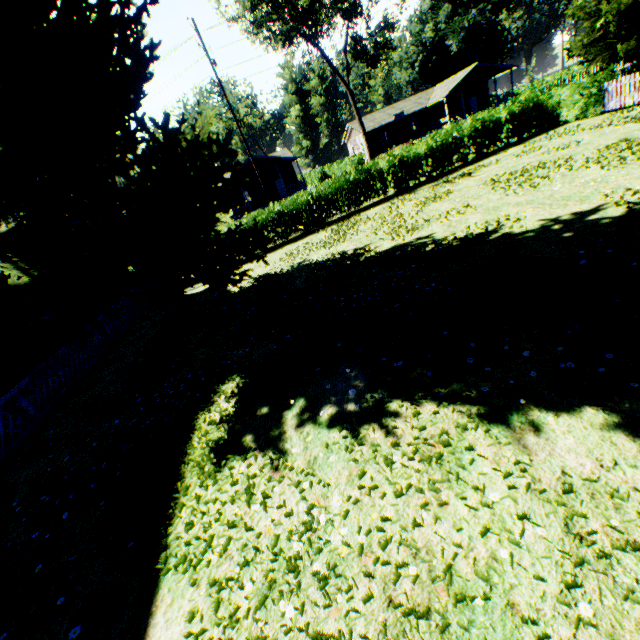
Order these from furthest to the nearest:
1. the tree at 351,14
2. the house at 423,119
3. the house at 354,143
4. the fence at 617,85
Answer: the house at 354,143, the house at 423,119, the tree at 351,14, the fence at 617,85

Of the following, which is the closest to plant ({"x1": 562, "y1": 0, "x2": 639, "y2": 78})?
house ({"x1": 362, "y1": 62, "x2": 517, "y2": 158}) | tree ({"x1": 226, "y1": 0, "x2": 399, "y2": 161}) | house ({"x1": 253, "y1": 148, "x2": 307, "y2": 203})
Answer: tree ({"x1": 226, "y1": 0, "x2": 399, "y2": 161})

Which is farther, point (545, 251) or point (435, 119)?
point (435, 119)

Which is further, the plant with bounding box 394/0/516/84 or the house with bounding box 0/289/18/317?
the plant with bounding box 394/0/516/84

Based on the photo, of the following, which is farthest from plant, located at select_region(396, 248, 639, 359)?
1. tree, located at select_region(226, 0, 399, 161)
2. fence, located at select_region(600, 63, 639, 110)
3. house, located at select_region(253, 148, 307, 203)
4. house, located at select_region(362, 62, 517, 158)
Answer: house, located at select_region(253, 148, 307, 203)

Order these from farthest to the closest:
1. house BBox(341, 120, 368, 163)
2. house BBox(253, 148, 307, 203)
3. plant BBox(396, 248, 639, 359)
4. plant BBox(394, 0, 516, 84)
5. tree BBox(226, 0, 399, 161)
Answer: plant BBox(394, 0, 516, 84), house BBox(341, 120, 368, 163), house BBox(253, 148, 307, 203), tree BBox(226, 0, 399, 161), plant BBox(396, 248, 639, 359)

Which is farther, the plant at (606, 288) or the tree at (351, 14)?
the tree at (351, 14)

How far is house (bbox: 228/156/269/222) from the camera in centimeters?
3866cm
